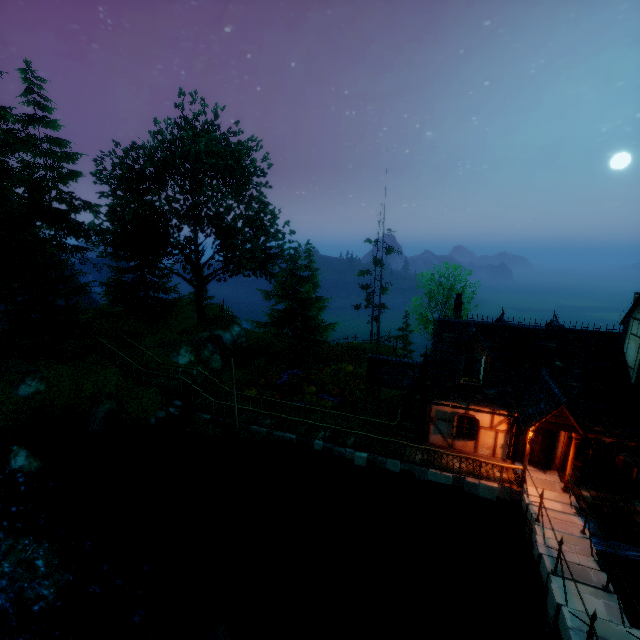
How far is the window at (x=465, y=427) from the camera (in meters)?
16.30

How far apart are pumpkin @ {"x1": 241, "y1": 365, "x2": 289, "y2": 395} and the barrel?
20.36m

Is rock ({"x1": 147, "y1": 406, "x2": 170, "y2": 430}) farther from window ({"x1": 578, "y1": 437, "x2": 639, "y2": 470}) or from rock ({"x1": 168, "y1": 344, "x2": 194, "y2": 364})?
window ({"x1": 578, "y1": 437, "x2": 639, "y2": 470})

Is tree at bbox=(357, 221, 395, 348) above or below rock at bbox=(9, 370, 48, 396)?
above

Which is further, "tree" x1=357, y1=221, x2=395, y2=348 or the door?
"tree" x1=357, y1=221, x2=395, y2=348

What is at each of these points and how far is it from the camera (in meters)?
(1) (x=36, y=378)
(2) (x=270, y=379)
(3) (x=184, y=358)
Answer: (1) rock, 20.38
(2) pumpkin, 26.75
(3) rock, 25.70

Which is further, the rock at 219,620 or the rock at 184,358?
the rock at 184,358

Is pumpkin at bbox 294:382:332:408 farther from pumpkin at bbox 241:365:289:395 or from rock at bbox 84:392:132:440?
rock at bbox 84:392:132:440
